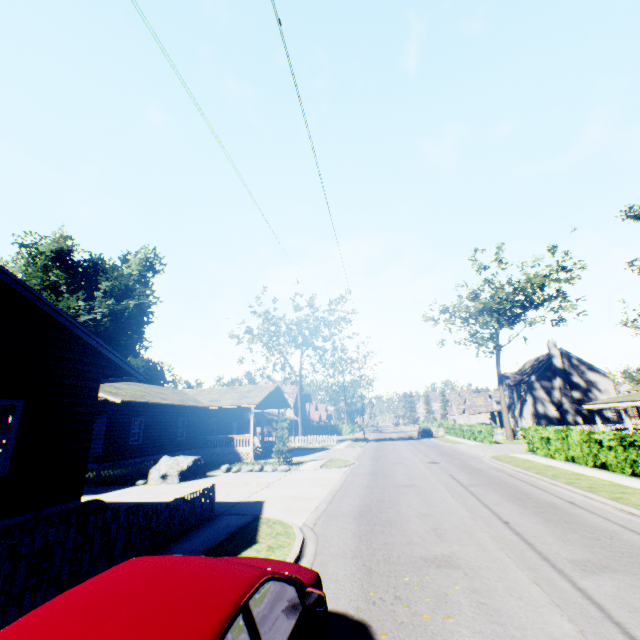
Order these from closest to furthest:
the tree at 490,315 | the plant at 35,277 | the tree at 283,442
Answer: the tree at 283,442, the tree at 490,315, the plant at 35,277

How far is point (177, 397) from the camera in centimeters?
2656cm

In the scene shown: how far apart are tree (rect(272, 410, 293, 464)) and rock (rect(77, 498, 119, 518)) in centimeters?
1210cm

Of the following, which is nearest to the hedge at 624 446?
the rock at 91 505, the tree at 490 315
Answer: the tree at 490 315

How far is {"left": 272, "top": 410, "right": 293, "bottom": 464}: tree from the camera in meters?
22.6

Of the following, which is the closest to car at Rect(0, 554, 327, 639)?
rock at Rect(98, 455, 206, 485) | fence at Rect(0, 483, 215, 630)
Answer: fence at Rect(0, 483, 215, 630)

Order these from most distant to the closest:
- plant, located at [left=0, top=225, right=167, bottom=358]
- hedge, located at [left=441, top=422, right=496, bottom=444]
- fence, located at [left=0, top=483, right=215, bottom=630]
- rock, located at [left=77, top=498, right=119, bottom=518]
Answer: plant, located at [left=0, top=225, right=167, bottom=358]
hedge, located at [left=441, top=422, right=496, bottom=444]
rock, located at [left=77, top=498, right=119, bottom=518]
fence, located at [left=0, top=483, right=215, bottom=630]

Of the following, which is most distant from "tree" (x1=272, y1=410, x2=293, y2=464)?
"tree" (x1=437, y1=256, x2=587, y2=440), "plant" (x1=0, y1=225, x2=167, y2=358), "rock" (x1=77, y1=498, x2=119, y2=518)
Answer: "tree" (x1=437, y1=256, x2=587, y2=440)
